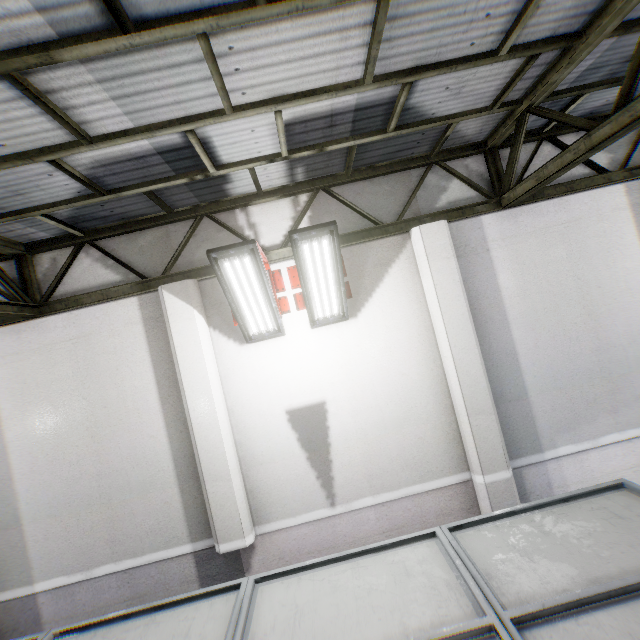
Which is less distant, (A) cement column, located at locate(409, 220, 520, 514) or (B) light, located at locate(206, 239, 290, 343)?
(B) light, located at locate(206, 239, 290, 343)

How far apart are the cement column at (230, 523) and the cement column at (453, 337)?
3.4 meters

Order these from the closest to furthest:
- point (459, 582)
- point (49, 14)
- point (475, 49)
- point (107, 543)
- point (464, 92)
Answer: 1. point (49, 14)
2. point (459, 582)
3. point (475, 49)
4. point (464, 92)
5. point (107, 543)

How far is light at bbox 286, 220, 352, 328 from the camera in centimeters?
390cm

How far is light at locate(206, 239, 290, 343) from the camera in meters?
3.9

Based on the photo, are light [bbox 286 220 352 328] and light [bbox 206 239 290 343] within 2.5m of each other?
yes

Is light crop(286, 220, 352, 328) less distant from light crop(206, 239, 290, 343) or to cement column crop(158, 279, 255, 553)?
light crop(206, 239, 290, 343)

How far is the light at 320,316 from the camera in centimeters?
390cm
